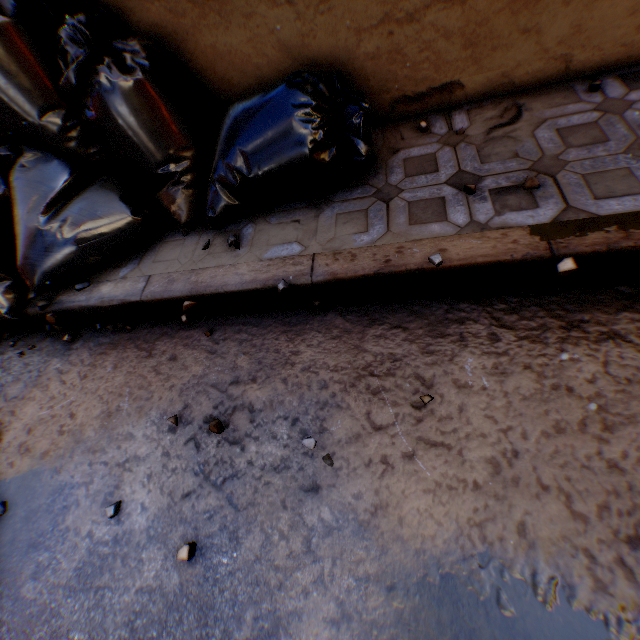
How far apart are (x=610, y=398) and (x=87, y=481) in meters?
2.4
